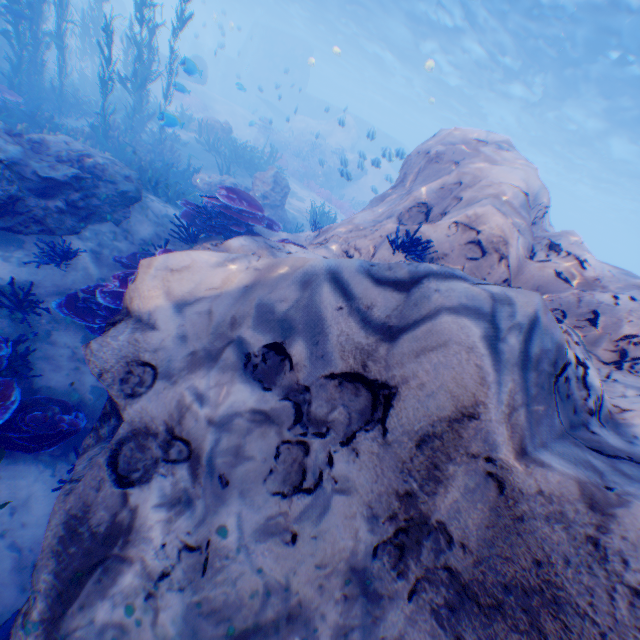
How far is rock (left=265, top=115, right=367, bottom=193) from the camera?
18.7m

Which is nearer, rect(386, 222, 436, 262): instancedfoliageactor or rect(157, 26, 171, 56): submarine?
rect(386, 222, 436, 262): instancedfoliageactor

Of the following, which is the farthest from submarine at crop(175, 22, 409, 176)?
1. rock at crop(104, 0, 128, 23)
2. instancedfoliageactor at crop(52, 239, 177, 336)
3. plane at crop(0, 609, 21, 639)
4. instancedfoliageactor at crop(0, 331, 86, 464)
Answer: plane at crop(0, 609, 21, 639)

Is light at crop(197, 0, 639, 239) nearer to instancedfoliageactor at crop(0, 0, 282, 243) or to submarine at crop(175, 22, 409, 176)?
submarine at crop(175, 22, 409, 176)

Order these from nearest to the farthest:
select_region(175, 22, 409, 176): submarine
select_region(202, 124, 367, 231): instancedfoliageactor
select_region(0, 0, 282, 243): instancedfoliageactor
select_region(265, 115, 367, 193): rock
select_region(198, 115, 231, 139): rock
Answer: select_region(0, 0, 282, 243): instancedfoliageactor, select_region(202, 124, 367, 231): instancedfoliageactor, select_region(198, 115, 231, 139): rock, select_region(265, 115, 367, 193): rock, select_region(175, 22, 409, 176): submarine

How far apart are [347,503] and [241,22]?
80.2m

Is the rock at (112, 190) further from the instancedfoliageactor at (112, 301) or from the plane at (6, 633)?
the plane at (6, 633)

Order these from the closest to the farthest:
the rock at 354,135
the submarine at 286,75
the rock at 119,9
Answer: the rock at 354,135 < the rock at 119,9 < the submarine at 286,75
